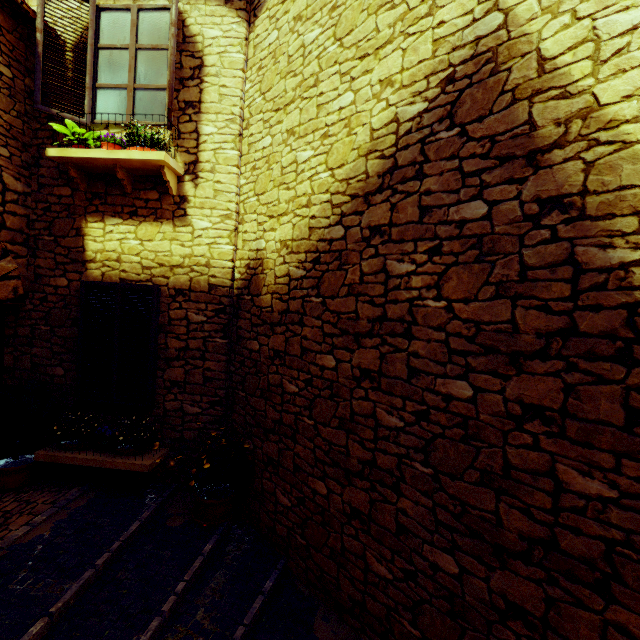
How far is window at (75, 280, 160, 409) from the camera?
4.3m

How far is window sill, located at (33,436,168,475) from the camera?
3.96m

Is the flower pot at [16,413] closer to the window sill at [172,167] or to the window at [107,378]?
the window at [107,378]

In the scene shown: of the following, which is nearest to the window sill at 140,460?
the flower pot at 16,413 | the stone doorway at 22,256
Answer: the flower pot at 16,413

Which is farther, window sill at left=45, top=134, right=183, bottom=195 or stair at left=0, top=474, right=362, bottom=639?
window sill at left=45, top=134, right=183, bottom=195

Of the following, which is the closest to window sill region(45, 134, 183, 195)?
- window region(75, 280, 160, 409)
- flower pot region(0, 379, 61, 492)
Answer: window region(75, 280, 160, 409)

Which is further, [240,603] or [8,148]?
[8,148]

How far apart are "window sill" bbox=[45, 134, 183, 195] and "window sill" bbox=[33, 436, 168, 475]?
3.0m
